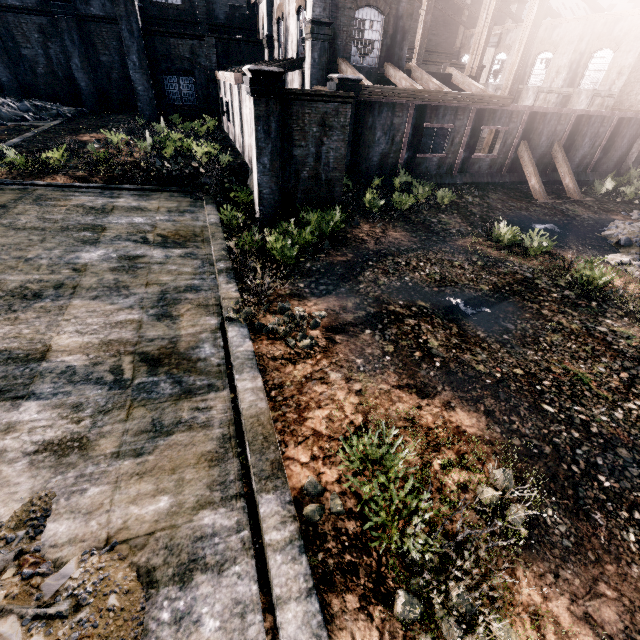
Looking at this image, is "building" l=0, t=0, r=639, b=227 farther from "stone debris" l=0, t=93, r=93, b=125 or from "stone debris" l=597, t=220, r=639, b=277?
"stone debris" l=0, t=93, r=93, b=125

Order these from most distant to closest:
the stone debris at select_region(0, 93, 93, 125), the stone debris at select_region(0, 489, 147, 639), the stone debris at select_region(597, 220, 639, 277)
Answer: the stone debris at select_region(0, 93, 93, 125) < the stone debris at select_region(597, 220, 639, 277) < the stone debris at select_region(0, 489, 147, 639)

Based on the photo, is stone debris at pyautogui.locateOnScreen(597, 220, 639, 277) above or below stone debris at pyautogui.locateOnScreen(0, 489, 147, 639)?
below

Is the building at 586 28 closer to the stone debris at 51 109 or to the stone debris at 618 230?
the stone debris at 618 230

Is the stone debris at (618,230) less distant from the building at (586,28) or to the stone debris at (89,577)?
the building at (586,28)

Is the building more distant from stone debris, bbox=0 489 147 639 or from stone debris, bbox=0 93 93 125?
stone debris, bbox=0 489 147 639

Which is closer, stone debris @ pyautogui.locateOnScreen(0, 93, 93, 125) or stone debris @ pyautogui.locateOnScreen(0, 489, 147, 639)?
stone debris @ pyautogui.locateOnScreen(0, 489, 147, 639)

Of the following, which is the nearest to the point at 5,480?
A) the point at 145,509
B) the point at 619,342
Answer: the point at 145,509
